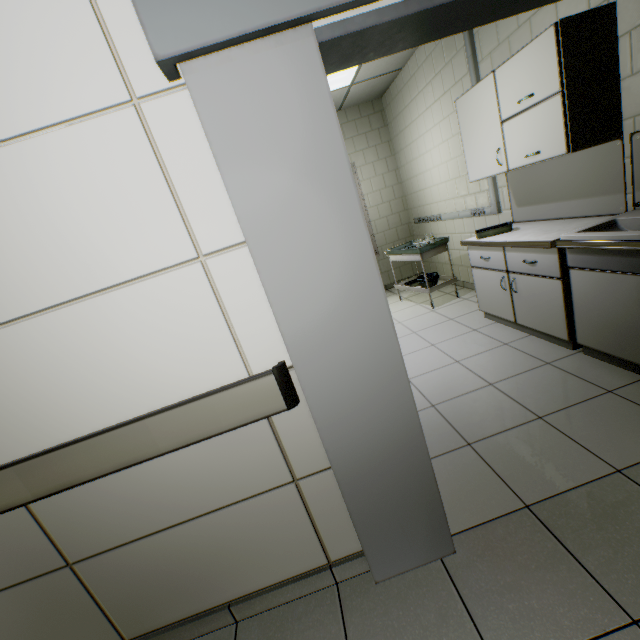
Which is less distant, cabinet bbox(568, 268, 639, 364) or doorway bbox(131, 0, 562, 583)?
doorway bbox(131, 0, 562, 583)

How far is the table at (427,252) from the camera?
4.4m

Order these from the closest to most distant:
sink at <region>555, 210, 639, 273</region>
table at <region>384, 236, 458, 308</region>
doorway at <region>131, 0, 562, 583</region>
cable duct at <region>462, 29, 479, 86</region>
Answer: doorway at <region>131, 0, 562, 583</region> → sink at <region>555, 210, 639, 273</region> → cable duct at <region>462, 29, 479, 86</region> → table at <region>384, 236, 458, 308</region>

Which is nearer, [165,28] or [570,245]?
[165,28]

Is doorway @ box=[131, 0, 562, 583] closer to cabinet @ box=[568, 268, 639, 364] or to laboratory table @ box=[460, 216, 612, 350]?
cabinet @ box=[568, 268, 639, 364]

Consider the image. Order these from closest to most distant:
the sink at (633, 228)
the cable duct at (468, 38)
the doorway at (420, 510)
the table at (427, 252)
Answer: the doorway at (420, 510)
the sink at (633, 228)
the cable duct at (468, 38)
the table at (427, 252)

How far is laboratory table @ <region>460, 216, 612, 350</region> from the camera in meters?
2.5 m

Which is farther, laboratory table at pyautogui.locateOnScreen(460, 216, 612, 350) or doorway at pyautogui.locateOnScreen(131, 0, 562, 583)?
laboratory table at pyautogui.locateOnScreen(460, 216, 612, 350)
